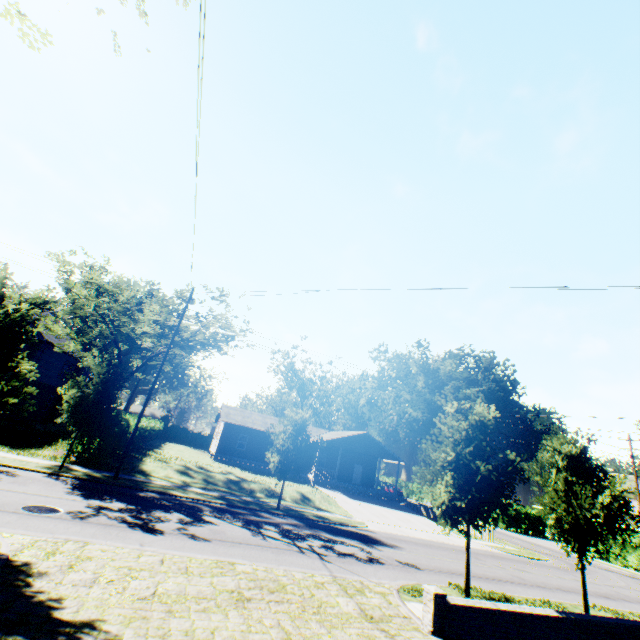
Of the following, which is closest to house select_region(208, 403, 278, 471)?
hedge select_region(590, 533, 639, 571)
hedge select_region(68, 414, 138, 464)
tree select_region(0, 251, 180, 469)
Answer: hedge select_region(68, 414, 138, 464)

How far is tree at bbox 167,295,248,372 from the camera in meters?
24.3

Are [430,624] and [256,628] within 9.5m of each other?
yes

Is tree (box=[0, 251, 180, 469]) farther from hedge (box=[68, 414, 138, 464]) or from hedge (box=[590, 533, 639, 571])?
hedge (box=[590, 533, 639, 571])

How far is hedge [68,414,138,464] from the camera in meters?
19.7 m

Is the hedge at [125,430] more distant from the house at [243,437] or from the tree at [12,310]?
the house at [243,437]

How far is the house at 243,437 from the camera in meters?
35.9
